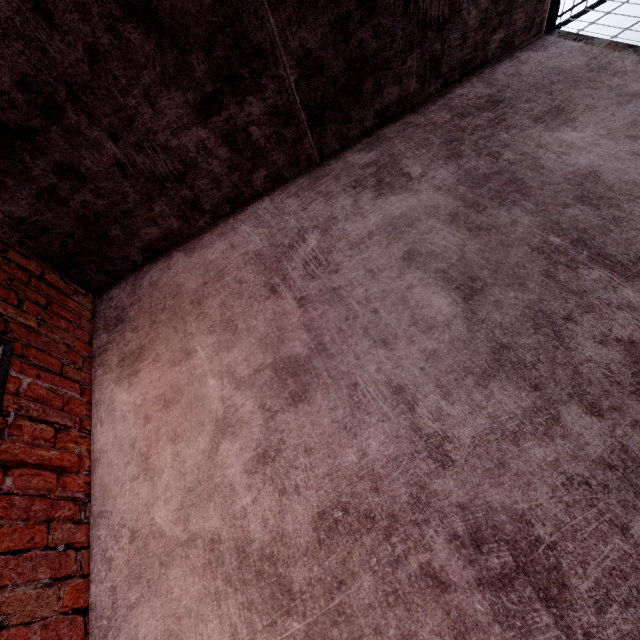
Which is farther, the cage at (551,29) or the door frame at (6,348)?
the cage at (551,29)

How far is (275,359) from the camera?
1.7m

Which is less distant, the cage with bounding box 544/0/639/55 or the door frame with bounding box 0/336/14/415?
the door frame with bounding box 0/336/14/415

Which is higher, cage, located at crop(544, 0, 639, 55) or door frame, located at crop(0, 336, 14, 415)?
cage, located at crop(544, 0, 639, 55)

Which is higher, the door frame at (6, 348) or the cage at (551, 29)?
the cage at (551, 29)
